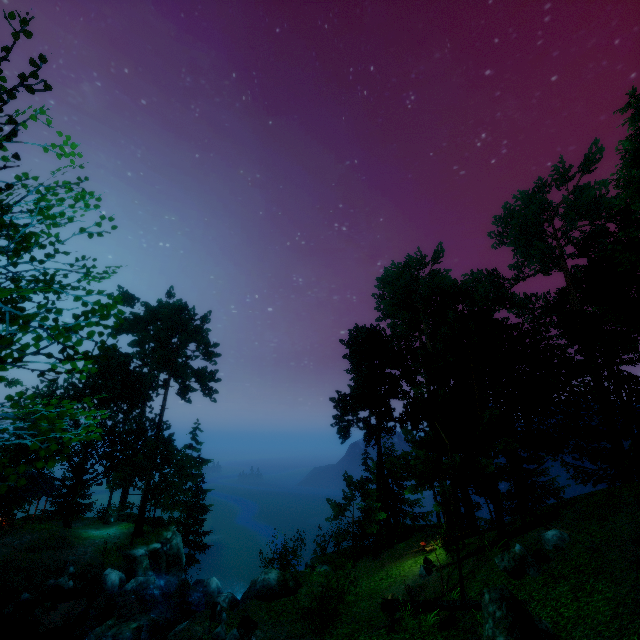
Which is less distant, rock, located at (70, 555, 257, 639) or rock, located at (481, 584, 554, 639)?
rock, located at (481, 584, 554, 639)

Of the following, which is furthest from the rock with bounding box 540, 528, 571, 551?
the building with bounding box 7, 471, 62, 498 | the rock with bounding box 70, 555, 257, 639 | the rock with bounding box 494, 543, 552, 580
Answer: the building with bounding box 7, 471, 62, 498

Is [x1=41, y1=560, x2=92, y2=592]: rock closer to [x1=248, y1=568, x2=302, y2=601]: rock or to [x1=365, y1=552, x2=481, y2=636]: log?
[x1=248, y1=568, x2=302, y2=601]: rock

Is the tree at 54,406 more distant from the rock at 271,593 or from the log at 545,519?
the rock at 271,593

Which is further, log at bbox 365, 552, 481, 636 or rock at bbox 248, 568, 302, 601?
rock at bbox 248, 568, 302, 601

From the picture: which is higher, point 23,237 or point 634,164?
point 634,164

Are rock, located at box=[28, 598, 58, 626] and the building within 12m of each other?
yes

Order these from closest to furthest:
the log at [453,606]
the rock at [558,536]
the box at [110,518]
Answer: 1. the log at [453,606]
2. the rock at [558,536]
3. the box at [110,518]
